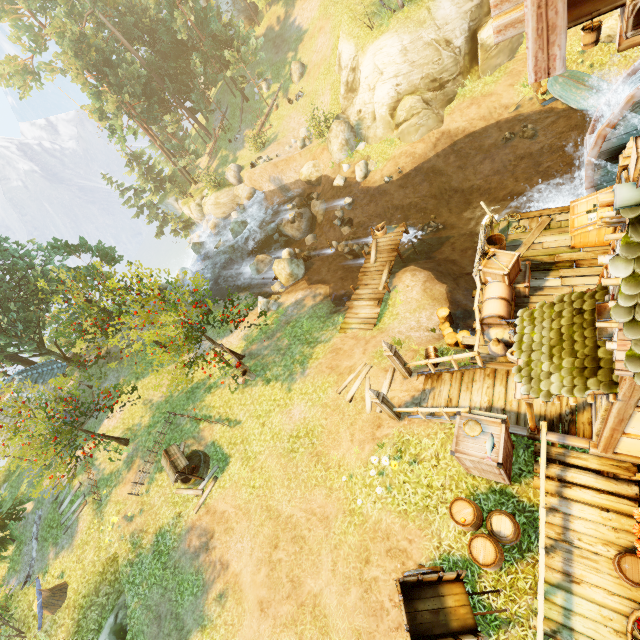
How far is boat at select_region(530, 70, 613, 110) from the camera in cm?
1588

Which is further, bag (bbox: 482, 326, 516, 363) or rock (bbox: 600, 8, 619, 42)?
rock (bbox: 600, 8, 619, 42)

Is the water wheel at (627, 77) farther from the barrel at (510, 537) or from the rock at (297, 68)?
the rock at (297, 68)

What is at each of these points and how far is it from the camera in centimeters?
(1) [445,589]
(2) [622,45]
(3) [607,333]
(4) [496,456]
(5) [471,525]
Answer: (1) cart, 755cm
(2) tower, 651cm
(3) window, 482cm
(4) box, 702cm
(5) barrel, 746cm

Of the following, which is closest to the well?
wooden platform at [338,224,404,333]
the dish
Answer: wooden platform at [338,224,404,333]

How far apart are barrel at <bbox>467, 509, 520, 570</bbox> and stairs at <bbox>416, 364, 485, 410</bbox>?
1.9m

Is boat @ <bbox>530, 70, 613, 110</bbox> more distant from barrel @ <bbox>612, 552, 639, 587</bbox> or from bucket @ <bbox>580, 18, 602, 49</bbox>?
barrel @ <bbox>612, 552, 639, 587</bbox>

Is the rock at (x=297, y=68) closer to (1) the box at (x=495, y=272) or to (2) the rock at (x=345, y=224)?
(2) the rock at (x=345, y=224)
